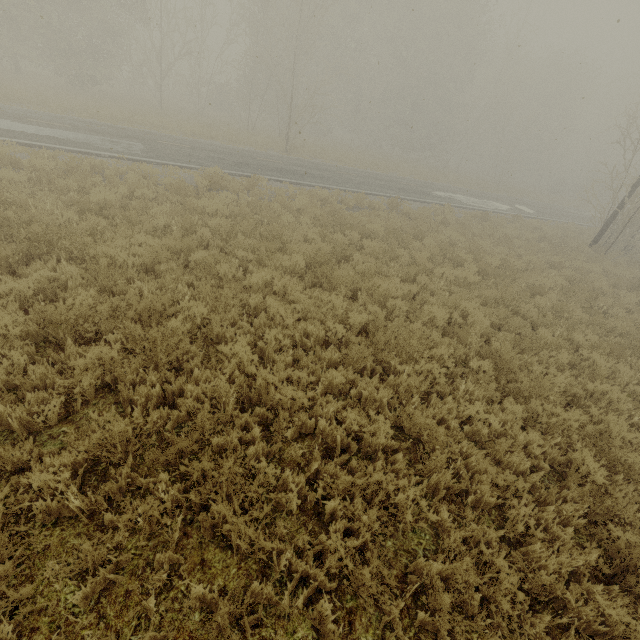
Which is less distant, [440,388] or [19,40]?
[440,388]
